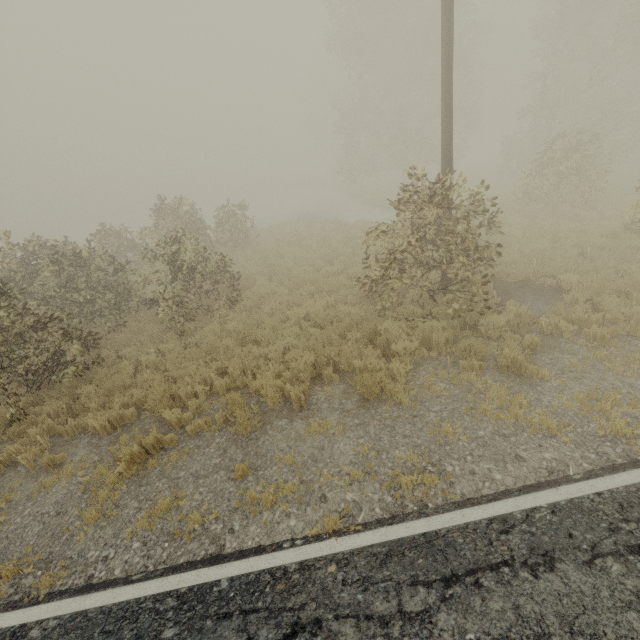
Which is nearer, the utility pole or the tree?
the utility pole

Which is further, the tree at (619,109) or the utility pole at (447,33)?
the tree at (619,109)

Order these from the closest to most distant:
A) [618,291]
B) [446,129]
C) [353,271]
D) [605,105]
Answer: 1. [446,129]
2. [618,291]
3. [353,271]
4. [605,105]
